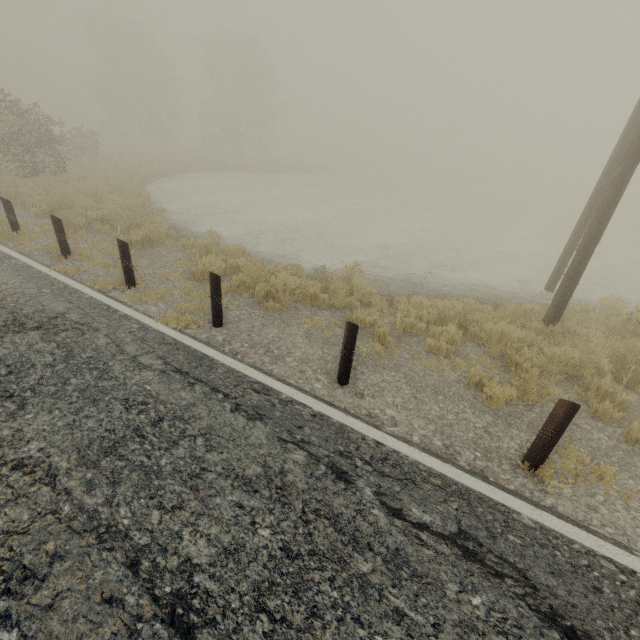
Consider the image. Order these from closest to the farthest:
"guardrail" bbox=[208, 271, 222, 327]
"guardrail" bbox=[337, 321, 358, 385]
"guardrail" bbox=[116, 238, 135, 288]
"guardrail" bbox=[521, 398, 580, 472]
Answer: "guardrail" bbox=[521, 398, 580, 472] → "guardrail" bbox=[337, 321, 358, 385] → "guardrail" bbox=[208, 271, 222, 327] → "guardrail" bbox=[116, 238, 135, 288]

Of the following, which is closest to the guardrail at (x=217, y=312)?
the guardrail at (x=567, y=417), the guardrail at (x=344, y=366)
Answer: the guardrail at (x=344, y=366)

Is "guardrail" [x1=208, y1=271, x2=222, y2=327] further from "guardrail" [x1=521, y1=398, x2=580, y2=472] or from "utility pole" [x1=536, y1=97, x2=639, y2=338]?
"utility pole" [x1=536, y1=97, x2=639, y2=338]

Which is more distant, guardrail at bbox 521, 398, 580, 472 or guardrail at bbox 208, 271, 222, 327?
guardrail at bbox 208, 271, 222, 327

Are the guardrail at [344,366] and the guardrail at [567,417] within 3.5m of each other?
yes

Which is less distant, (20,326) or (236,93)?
(20,326)

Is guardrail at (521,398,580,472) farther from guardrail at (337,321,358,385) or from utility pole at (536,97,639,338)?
utility pole at (536,97,639,338)

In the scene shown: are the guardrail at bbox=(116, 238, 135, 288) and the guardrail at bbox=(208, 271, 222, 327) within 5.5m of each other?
yes
